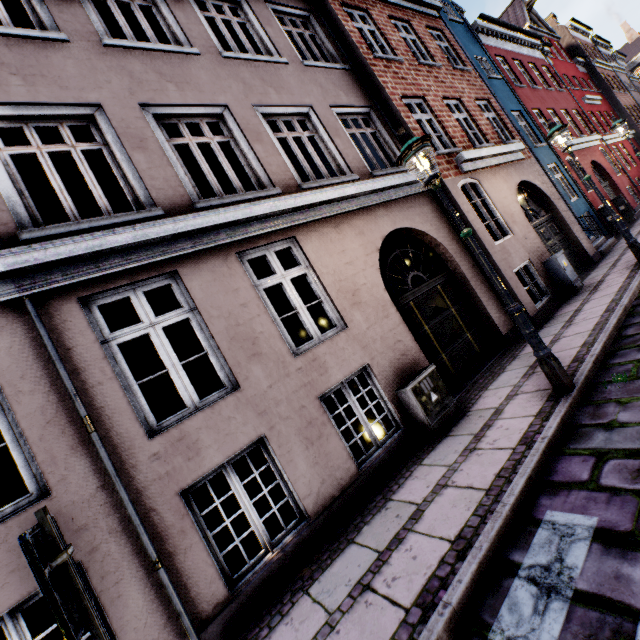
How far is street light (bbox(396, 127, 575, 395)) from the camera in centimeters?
394cm

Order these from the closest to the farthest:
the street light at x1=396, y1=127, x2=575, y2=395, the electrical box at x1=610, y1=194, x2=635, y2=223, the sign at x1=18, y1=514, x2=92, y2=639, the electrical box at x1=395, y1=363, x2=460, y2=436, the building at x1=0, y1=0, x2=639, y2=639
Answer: the sign at x1=18, y1=514, x2=92, y2=639
the building at x1=0, y1=0, x2=639, y2=639
the street light at x1=396, y1=127, x2=575, y2=395
the electrical box at x1=395, y1=363, x2=460, y2=436
the electrical box at x1=610, y1=194, x2=635, y2=223

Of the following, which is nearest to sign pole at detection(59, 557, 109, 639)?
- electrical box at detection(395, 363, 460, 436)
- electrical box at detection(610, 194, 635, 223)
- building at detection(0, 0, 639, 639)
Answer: building at detection(0, 0, 639, 639)

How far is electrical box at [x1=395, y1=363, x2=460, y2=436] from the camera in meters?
4.9

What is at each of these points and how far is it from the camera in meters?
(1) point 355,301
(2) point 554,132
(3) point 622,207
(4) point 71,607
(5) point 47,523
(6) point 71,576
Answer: (1) building, 5.5
(2) street light, 7.5
(3) electrical box, 14.2
(4) sign, 1.5
(5) sign pole, 1.5
(6) sign pole, 1.5

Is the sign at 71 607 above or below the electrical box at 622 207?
above

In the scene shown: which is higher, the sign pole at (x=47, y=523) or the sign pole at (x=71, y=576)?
the sign pole at (x=47, y=523)

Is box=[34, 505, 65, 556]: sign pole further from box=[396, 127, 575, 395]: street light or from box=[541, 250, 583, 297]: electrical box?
box=[541, 250, 583, 297]: electrical box
